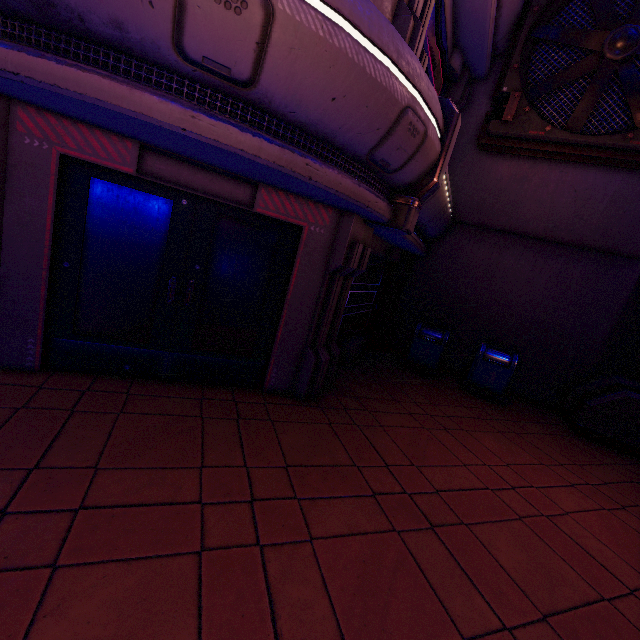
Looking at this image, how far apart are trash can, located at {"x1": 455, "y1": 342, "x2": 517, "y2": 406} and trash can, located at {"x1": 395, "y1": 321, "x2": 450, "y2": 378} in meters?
0.5 m

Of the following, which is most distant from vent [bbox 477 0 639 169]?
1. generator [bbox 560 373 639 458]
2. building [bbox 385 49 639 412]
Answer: generator [bbox 560 373 639 458]

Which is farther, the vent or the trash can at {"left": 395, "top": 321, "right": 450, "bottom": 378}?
the trash can at {"left": 395, "top": 321, "right": 450, "bottom": 378}

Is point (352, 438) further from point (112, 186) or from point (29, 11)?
point (29, 11)

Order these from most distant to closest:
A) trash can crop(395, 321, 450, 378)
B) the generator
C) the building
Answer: trash can crop(395, 321, 450, 378), the building, the generator

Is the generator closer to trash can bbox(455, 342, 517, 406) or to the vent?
trash can bbox(455, 342, 517, 406)

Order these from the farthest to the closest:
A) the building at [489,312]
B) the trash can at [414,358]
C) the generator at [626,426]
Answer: the trash can at [414,358]
the building at [489,312]
the generator at [626,426]

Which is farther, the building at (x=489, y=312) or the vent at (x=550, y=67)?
the building at (x=489, y=312)
